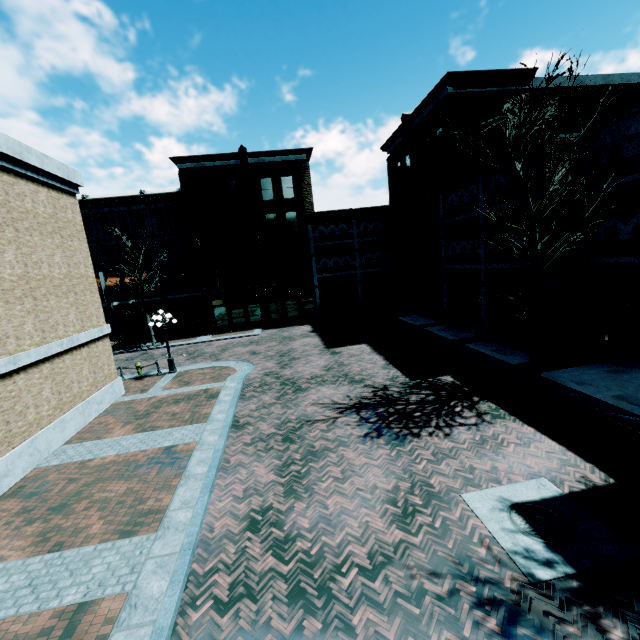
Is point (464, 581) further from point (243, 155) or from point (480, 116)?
point (243, 155)

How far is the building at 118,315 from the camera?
31.2m

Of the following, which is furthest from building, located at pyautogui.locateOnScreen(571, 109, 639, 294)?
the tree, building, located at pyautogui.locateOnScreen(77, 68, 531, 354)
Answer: the tree

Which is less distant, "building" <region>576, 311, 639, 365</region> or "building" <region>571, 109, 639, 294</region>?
"building" <region>571, 109, 639, 294</region>

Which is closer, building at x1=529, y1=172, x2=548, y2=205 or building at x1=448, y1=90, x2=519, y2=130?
building at x1=529, y1=172, x2=548, y2=205

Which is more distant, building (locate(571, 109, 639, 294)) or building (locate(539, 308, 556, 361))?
building (locate(539, 308, 556, 361))

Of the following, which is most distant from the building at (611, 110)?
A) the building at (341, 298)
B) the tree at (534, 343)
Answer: the tree at (534, 343)
